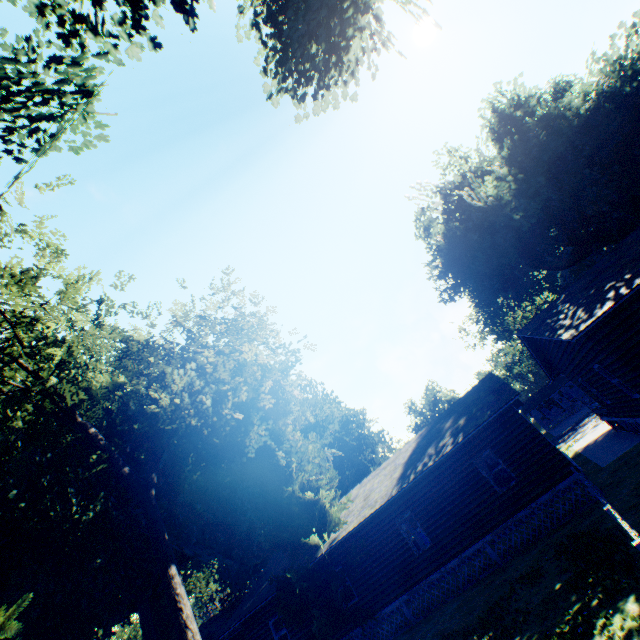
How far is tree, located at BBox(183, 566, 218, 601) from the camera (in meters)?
44.75

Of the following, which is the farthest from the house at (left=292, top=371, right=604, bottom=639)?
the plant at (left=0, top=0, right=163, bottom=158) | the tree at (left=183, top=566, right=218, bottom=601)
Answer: the tree at (left=183, top=566, right=218, bottom=601)

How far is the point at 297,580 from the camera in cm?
1664

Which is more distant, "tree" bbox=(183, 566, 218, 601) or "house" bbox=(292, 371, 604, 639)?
"tree" bbox=(183, 566, 218, 601)

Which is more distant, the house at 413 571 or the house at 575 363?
the house at 413 571

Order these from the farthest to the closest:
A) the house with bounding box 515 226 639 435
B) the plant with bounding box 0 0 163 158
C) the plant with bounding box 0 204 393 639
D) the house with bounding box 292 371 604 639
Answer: the house with bounding box 292 371 604 639 → the plant with bounding box 0 204 393 639 → the house with bounding box 515 226 639 435 → the plant with bounding box 0 0 163 158

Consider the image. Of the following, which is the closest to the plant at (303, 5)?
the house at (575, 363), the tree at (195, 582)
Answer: the house at (575, 363)
